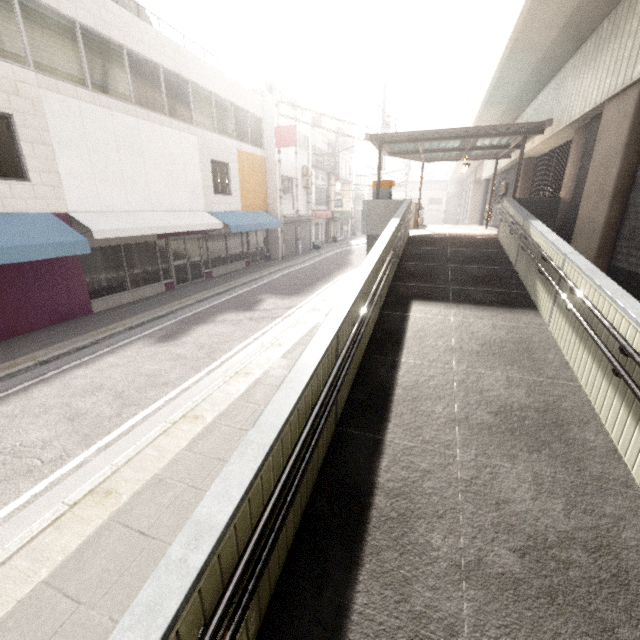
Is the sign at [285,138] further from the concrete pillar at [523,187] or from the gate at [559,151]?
the gate at [559,151]

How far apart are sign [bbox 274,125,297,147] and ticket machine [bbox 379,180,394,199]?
7.9m

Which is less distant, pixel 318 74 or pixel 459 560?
pixel 459 560

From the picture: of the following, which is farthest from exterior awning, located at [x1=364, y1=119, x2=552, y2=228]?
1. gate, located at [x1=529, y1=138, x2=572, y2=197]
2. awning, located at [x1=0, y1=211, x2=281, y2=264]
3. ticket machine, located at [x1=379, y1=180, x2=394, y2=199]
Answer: awning, located at [x1=0, y1=211, x2=281, y2=264]

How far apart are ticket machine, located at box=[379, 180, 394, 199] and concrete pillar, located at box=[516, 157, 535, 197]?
6.32m

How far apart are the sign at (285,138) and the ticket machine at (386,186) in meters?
7.9 m

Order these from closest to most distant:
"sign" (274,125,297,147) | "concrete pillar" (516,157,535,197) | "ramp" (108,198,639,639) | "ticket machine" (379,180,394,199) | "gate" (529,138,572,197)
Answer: "ramp" (108,198,639,639)
"gate" (529,138,572,197)
"ticket machine" (379,180,394,199)
"concrete pillar" (516,157,535,197)
"sign" (274,125,297,147)

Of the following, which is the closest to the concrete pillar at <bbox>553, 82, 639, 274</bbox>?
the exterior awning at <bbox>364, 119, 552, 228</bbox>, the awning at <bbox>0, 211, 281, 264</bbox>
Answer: the exterior awning at <bbox>364, 119, 552, 228</bbox>
